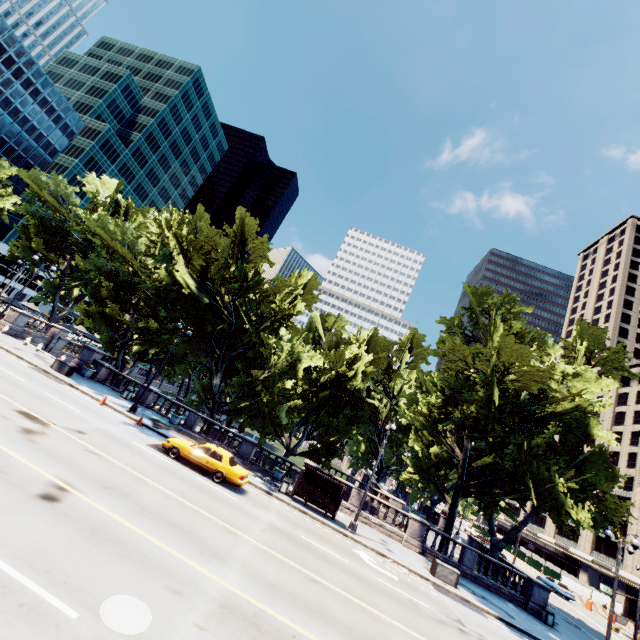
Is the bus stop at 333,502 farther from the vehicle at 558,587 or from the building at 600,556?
the building at 600,556

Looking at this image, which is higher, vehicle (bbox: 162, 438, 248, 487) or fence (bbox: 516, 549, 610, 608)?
fence (bbox: 516, 549, 610, 608)

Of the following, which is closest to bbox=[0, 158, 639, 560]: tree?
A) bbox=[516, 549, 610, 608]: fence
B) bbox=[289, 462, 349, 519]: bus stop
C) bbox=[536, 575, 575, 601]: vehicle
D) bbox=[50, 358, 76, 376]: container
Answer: bbox=[50, 358, 76, 376]: container

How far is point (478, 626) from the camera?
15.6 meters

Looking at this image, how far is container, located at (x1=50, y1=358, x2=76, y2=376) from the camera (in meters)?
24.81

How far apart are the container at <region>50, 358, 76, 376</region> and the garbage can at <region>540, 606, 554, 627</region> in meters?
38.4

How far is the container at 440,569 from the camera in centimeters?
1967cm

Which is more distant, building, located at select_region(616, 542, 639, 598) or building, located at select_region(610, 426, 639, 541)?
building, located at select_region(610, 426, 639, 541)
